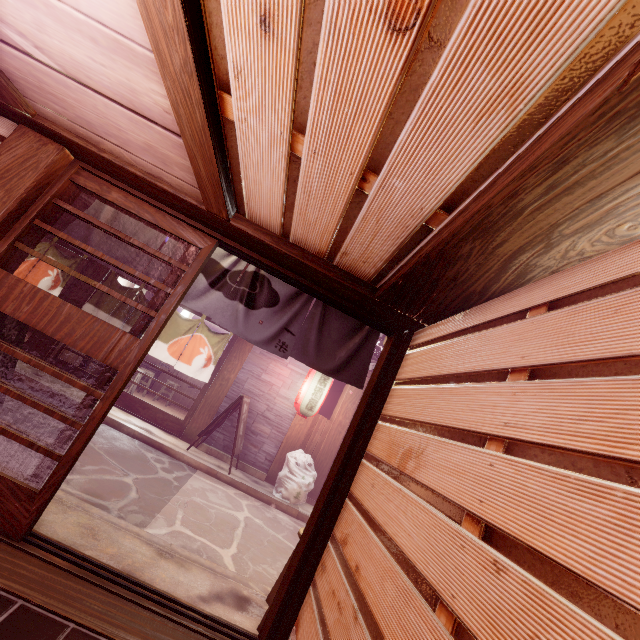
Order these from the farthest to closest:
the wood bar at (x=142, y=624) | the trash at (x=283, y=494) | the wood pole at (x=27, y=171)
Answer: the trash at (x=283, y=494) → the wood pole at (x=27, y=171) → the wood bar at (x=142, y=624)

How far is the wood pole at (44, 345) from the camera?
13.00m

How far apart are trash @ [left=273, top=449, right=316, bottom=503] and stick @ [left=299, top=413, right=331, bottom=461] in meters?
0.1

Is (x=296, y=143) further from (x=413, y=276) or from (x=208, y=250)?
(x=208, y=250)

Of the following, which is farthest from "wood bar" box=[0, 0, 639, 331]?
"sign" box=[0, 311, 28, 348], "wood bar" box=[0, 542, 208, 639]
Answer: "wood bar" box=[0, 542, 208, 639]

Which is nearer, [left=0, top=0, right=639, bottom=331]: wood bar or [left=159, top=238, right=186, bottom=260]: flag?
[left=0, top=0, right=639, bottom=331]: wood bar

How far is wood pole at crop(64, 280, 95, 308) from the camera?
13.6m

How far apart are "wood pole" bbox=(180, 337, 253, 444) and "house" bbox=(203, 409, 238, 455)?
0.01m
